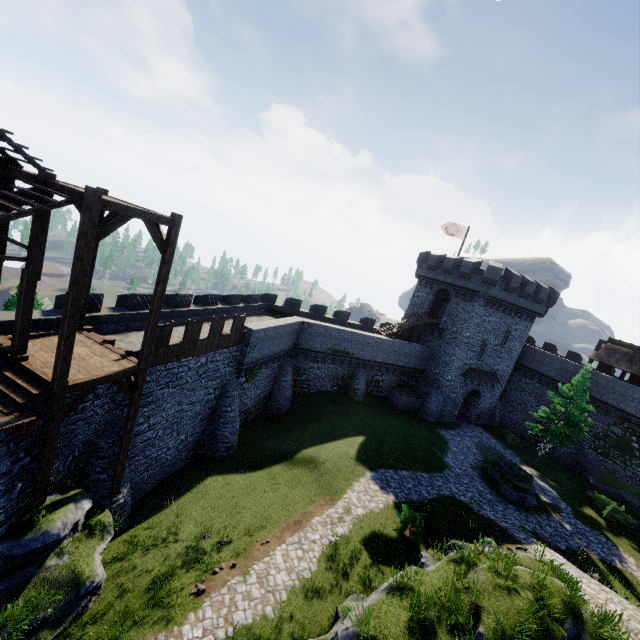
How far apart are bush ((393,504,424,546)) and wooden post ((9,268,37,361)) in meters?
17.8

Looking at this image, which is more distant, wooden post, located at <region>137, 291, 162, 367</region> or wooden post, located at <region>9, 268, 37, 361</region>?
wooden post, located at <region>137, 291, 162, 367</region>

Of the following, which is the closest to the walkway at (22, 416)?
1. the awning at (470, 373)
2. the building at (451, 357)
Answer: the building at (451, 357)

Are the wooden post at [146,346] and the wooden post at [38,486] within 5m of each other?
yes

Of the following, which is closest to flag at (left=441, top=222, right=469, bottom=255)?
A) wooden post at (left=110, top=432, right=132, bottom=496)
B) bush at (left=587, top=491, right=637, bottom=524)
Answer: bush at (left=587, top=491, right=637, bottom=524)

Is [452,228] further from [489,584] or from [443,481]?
[489,584]

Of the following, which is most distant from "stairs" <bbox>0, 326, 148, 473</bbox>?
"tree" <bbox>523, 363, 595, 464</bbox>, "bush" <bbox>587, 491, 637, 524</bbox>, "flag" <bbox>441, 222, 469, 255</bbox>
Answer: "bush" <bbox>587, 491, 637, 524</bbox>

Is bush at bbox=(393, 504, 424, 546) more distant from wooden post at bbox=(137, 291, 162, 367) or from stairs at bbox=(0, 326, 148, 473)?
wooden post at bbox=(137, 291, 162, 367)
